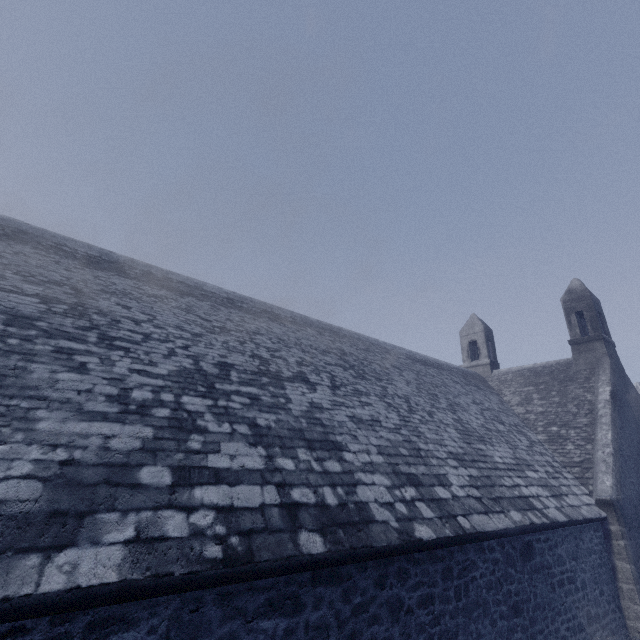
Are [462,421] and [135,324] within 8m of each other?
no
